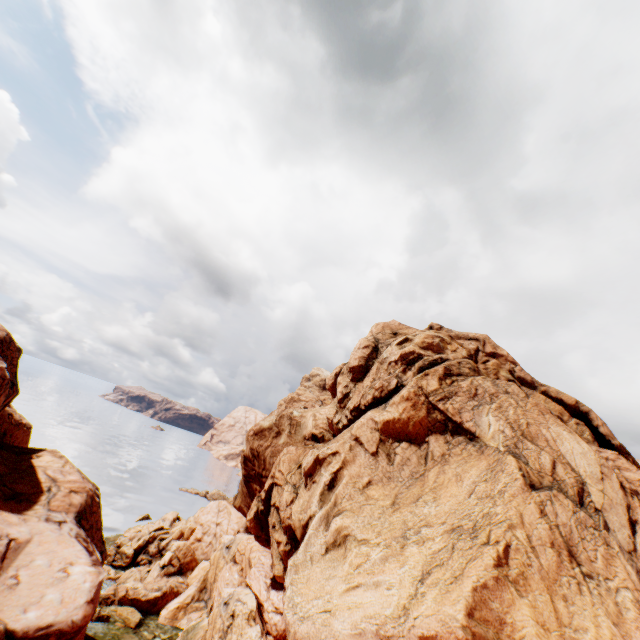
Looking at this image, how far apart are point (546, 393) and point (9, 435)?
51.2m
